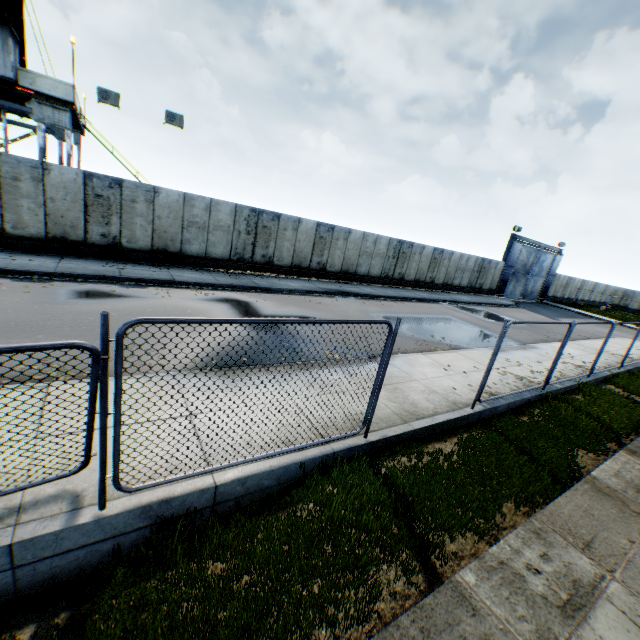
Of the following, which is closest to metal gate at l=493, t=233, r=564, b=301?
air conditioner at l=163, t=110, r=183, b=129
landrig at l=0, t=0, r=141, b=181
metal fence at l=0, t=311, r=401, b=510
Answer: air conditioner at l=163, t=110, r=183, b=129

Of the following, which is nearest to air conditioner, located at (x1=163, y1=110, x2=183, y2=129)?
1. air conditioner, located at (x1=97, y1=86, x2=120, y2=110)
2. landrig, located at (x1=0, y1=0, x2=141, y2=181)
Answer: air conditioner, located at (x1=97, y1=86, x2=120, y2=110)

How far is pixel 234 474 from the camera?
4.22m

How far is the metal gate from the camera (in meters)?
31.36

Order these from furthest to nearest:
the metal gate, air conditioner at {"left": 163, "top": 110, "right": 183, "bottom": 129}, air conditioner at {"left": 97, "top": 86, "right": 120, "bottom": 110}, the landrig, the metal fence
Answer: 1. the metal gate
2. air conditioner at {"left": 163, "top": 110, "right": 183, "bottom": 129}
3. air conditioner at {"left": 97, "top": 86, "right": 120, "bottom": 110}
4. the landrig
5. the metal fence

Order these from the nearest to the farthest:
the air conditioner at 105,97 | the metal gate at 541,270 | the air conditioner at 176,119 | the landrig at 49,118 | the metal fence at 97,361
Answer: the metal fence at 97,361
the landrig at 49,118
the air conditioner at 105,97
the air conditioner at 176,119
the metal gate at 541,270

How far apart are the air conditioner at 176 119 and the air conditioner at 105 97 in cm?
183
